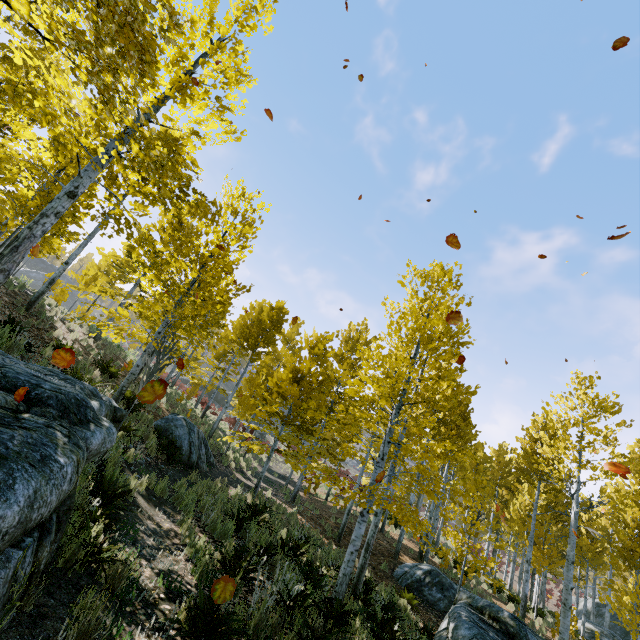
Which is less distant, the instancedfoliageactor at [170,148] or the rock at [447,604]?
the instancedfoliageactor at [170,148]

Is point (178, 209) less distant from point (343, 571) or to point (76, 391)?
point (76, 391)

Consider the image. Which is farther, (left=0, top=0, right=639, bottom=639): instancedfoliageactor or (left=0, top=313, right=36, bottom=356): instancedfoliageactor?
(left=0, top=313, right=36, bottom=356): instancedfoliageactor

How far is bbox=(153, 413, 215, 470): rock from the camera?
11.20m

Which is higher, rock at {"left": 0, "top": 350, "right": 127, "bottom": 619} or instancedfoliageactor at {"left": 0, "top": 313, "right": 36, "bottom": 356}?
instancedfoliageactor at {"left": 0, "top": 313, "right": 36, "bottom": 356}

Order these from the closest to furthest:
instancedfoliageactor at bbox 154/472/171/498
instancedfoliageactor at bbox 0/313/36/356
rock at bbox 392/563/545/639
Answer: rock at bbox 392/563/545/639, instancedfoliageactor at bbox 0/313/36/356, instancedfoliageactor at bbox 154/472/171/498

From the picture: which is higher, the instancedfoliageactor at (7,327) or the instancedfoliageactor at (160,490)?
the instancedfoliageactor at (7,327)

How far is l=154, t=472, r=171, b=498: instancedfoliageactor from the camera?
7.31m
